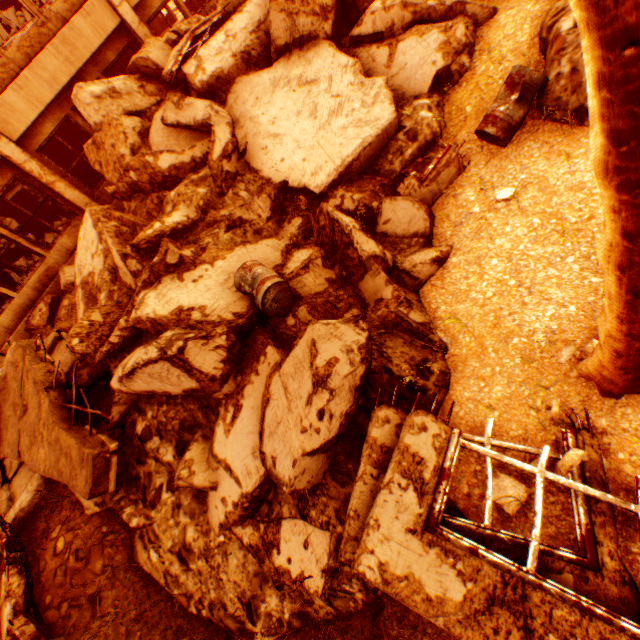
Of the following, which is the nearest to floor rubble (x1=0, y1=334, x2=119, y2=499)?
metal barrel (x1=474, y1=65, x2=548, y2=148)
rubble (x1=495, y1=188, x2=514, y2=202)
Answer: rubble (x1=495, y1=188, x2=514, y2=202)

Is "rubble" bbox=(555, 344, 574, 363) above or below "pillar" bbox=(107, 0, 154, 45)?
below

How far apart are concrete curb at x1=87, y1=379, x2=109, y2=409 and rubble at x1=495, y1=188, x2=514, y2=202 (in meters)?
7.42

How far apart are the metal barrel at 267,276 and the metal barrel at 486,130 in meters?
3.8

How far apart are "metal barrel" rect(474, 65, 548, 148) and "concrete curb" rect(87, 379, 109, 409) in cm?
781

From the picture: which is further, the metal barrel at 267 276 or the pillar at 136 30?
the pillar at 136 30

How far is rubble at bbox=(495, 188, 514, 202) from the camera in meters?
4.3 m

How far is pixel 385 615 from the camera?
3.20m
